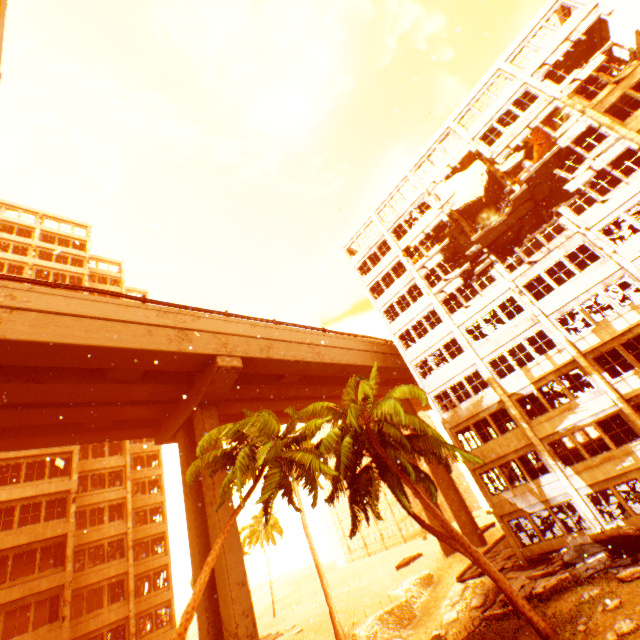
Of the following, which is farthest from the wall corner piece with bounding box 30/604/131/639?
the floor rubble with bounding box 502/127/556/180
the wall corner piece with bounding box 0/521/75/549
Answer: the floor rubble with bounding box 502/127/556/180

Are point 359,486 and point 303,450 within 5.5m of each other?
yes

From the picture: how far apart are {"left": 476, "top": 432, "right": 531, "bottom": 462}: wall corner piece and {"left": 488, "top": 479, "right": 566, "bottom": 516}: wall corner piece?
2.21m

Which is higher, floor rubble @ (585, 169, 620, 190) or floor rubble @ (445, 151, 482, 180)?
floor rubble @ (445, 151, 482, 180)

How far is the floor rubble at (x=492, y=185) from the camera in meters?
24.4

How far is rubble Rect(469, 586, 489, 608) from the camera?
18.5m

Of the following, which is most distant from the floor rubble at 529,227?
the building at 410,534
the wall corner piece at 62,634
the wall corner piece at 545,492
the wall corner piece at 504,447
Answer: the building at 410,534

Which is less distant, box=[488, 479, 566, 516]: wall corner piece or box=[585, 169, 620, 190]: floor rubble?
box=[488, 479, 566, 516]: wall corner piece
